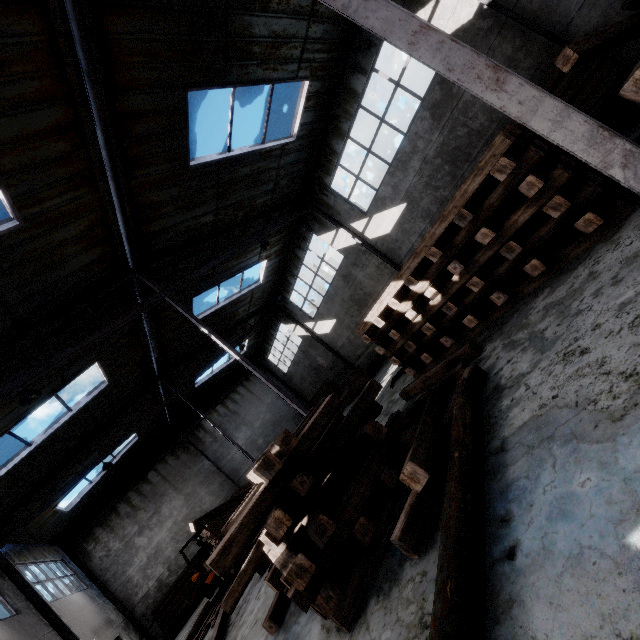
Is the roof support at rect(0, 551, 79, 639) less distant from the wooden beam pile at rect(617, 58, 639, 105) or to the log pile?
the log pile

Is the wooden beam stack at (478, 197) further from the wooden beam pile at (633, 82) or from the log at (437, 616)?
the log at (437, 616)

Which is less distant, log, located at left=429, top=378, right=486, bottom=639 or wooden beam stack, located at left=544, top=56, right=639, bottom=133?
log, located at left=429, top=378, right=486, bottom=639

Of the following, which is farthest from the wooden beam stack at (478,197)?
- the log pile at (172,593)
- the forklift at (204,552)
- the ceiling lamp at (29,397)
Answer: the log pile at (172,593)

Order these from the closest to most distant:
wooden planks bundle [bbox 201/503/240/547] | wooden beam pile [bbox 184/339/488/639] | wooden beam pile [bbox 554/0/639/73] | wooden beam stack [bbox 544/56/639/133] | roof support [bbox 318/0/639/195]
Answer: roof support [bbox 318/0/639/195], wooden beam pile [bbox 184/339/488/639], wooden beam pile [bbox 554/0/639/73], wooden beam stack [bbox 544/56/639/133], wooden planks bundle [bbox 201/503/240/547]

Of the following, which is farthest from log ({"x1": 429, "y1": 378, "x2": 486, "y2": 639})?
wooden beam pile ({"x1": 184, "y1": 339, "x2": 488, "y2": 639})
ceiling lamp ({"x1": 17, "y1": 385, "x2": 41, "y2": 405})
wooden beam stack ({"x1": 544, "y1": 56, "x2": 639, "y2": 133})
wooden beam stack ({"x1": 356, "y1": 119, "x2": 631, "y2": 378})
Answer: ceiling lamp ({"x1": 17, "y1": 385, "x2": 41, "y2": 405})

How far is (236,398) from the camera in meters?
24.9

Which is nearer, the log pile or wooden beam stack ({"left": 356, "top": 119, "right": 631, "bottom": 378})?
wooden beam stack ({"left": 356, "top": 119, "right": 631, "bottom": 378})
